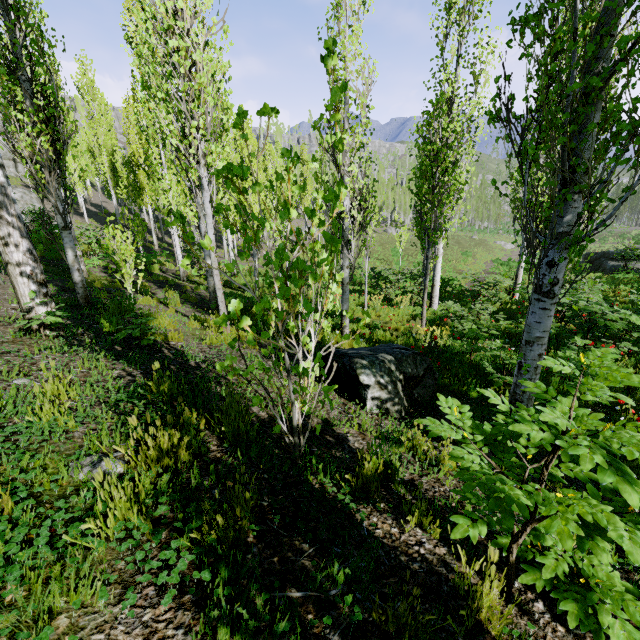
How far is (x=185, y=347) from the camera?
5.1m

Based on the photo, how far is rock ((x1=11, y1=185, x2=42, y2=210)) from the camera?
19.7m

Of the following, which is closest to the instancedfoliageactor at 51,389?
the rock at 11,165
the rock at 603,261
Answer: the rock at 11,165

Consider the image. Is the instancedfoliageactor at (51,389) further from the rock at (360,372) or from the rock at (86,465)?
the rock at (360,372)

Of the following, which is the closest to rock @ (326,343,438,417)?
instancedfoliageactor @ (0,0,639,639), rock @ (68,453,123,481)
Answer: instancedfoliageactor @ (0,0,639,639)

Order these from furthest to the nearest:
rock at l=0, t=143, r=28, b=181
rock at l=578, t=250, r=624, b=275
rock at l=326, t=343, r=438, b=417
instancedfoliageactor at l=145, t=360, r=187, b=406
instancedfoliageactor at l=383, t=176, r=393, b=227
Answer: instancedfoliageactor at l=383, t=176, r=393, b=227 → rock at l=0, t=143, r=28, b=181 → rock at l=578, t=250, r=624, b=275 → rock at l=326, t=343, r=438, b=417 → instancedfoliageactor at l=145, t=360, r=187, b=406

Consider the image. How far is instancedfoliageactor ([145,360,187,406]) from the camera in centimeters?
312cm

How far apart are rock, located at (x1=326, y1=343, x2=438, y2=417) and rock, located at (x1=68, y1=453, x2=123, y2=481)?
2.45m
